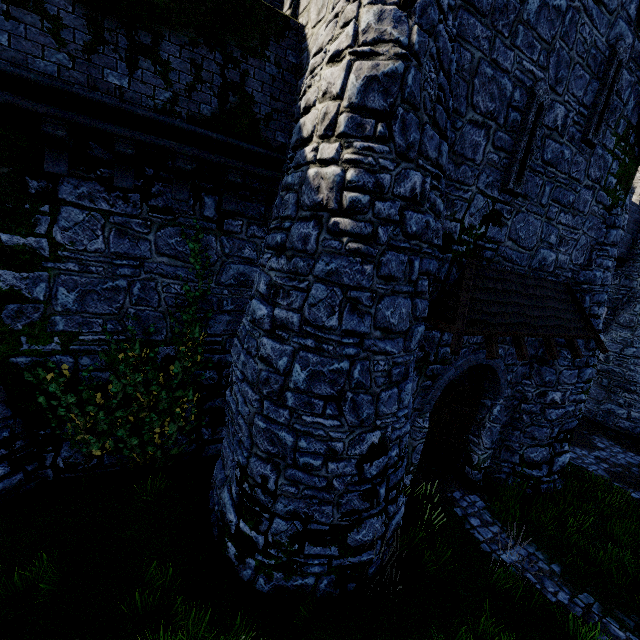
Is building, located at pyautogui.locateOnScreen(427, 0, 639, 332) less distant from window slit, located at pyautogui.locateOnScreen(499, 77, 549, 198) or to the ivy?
window slit, located at pyautogui.locateOnScreen(499, 77, 549, 198)

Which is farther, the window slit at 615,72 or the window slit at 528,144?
the window slit at 615,72

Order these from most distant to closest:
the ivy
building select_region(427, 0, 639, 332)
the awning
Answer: the ivy, the awning, building select_region(427, 0, 639, 332)

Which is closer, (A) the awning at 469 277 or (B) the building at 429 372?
(A) the awning at 469 277

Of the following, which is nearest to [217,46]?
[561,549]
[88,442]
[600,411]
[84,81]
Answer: [84,81]

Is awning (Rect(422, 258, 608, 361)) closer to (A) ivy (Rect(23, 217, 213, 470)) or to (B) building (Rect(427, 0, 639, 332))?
(B) building (Rect(427, 0, 639, 332))

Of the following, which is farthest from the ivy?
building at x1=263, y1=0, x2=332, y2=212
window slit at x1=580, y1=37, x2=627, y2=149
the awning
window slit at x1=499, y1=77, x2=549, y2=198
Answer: window slit at x1=580, y1=37, x2=627, y2=149

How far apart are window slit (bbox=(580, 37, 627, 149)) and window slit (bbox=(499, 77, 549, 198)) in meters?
1.6
